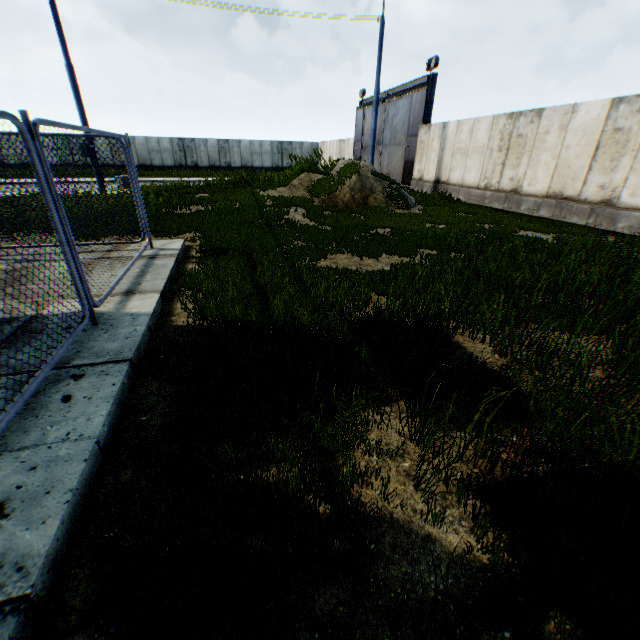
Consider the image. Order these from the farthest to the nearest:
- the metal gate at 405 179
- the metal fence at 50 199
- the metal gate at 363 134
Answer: the metal gate at 363 134, the metal gate at 405 179, the metal fence at 50 199

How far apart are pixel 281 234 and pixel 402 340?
5.2m

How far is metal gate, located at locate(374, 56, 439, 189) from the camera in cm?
1856

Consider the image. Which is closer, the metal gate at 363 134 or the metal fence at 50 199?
the metal fence at 50 199

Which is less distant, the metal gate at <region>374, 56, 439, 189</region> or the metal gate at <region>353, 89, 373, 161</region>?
the metal gate at <region>374, 56, 439, 189</region>

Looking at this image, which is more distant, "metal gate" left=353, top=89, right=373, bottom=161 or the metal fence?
"metal gate" left=353, top=89, right=373, bottom=161

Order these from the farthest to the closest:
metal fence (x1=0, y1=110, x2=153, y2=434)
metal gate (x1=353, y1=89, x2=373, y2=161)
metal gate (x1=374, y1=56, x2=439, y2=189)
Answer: metal gate (x1=353, y1=89, x2=373, y2=161), metal gate (x1=374, y1=56, x2=439, y2=189), metal fence (x1=0, y1=110, x2=153, y2=434)
